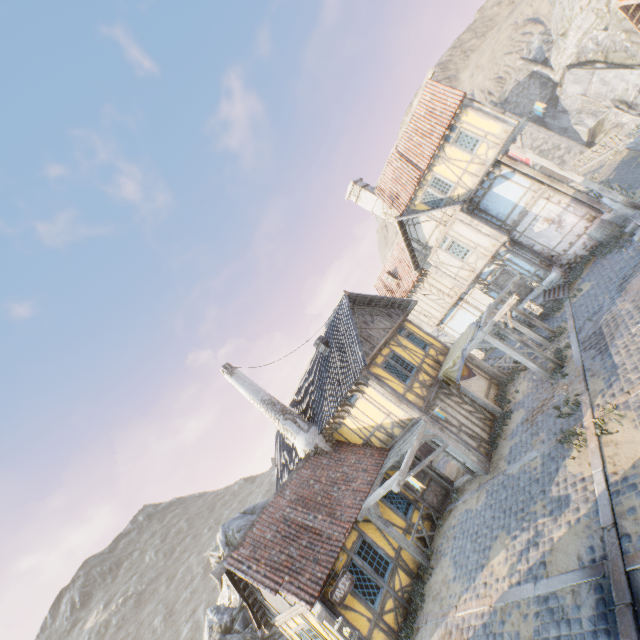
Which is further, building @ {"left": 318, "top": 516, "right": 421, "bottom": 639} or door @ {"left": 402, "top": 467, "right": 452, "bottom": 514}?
Answer: door @ {"left": 402, "top": 467, "right": 452, "bottom": 514}

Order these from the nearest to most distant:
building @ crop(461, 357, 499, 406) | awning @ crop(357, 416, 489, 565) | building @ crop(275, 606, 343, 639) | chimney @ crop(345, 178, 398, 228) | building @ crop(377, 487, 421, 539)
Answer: building @ crop(275, 606, 343, 639), awning @ crop(357, 416, 489, 565), building @ crop(377, 487, 421, 539), building @ crop(461, 357, 499, 406), chimney @ crop(345, 178, 398, 228)

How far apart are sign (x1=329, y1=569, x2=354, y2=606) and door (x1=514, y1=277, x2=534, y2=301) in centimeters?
1658cm

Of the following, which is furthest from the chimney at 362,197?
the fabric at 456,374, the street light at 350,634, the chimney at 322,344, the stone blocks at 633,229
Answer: the street light at 350,634

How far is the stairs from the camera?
16.36m

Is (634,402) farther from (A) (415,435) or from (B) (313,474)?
(B) (313,474)

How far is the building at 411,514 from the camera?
12.31m

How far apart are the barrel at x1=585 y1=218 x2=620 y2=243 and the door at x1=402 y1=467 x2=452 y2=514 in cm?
1378
